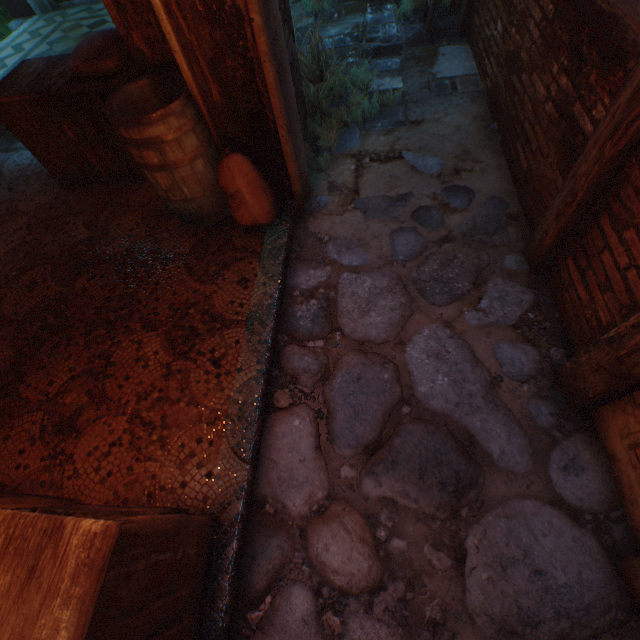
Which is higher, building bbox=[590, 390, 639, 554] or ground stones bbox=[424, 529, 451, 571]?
building bbox=[590, 390, 639, 554]

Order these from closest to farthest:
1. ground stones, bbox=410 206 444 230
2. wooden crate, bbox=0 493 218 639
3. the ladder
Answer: wooden crate, bbox=0 493 218 639
ground stones, bbox=410 206 444 230
the ladder

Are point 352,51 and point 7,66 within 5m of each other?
no

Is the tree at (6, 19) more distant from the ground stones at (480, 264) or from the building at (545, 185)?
the ground stones at (480, 264)

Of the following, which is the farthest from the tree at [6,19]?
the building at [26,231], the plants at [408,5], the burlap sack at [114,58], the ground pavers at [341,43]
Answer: the plants at [408,5]

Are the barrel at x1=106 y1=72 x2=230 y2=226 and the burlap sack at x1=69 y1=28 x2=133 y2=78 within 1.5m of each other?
yes

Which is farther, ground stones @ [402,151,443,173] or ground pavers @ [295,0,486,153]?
ground pavers @ [295,0,486,153]

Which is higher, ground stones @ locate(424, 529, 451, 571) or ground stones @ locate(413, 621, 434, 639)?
ground stones @ locate(424, 529, 451, 571)
